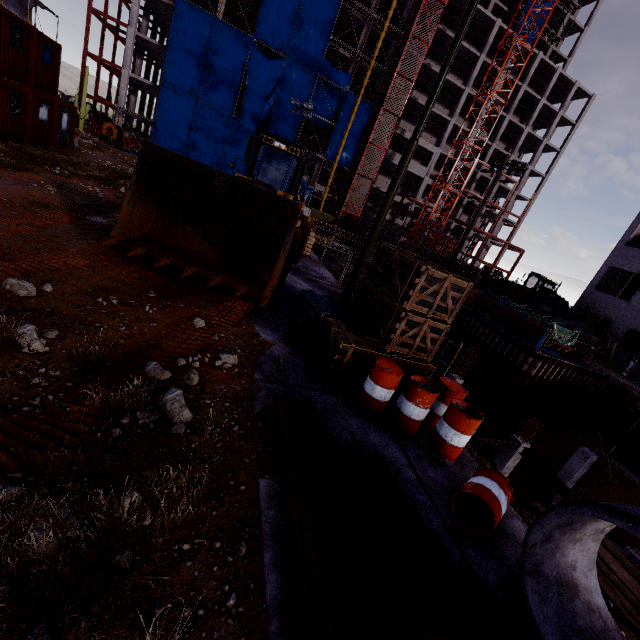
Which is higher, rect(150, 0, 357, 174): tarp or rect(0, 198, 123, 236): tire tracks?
rect(150, 0, 357, 174): tarp

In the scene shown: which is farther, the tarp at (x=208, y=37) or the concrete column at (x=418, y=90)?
the concrete column at (x=418, y=90)

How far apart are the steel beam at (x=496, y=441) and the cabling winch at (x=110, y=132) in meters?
41.6

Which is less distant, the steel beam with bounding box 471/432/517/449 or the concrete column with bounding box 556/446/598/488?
the steel beam with bounding box 471/432/517/449

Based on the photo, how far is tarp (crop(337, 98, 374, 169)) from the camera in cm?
4084

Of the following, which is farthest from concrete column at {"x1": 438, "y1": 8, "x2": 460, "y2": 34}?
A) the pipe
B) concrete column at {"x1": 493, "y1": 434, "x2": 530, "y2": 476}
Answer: concrete column at {"x1": 493, "y1": 434, "x2": 530, "y2": 476}

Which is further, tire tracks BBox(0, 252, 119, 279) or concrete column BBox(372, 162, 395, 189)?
concrete column BBox(372, 162, 395, 189)

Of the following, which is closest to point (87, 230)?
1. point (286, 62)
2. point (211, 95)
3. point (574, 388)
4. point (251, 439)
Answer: point (251, 439)
